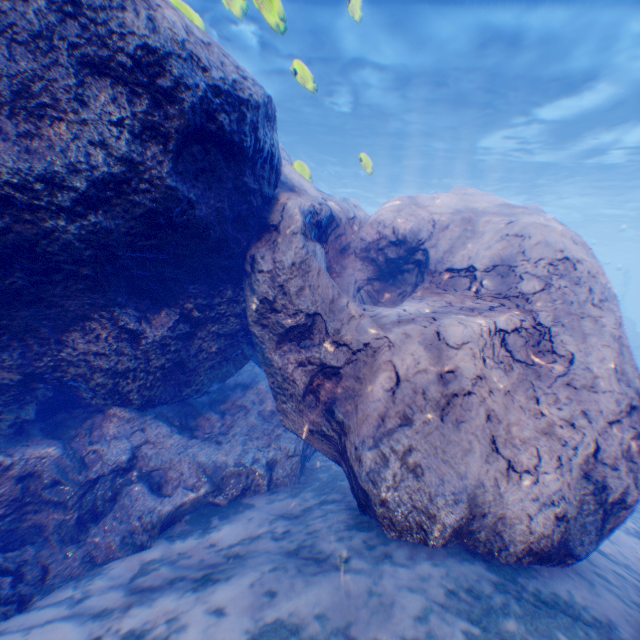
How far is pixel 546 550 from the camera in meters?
3.5 m

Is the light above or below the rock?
above

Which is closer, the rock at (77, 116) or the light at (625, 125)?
the rock at (77, 116)

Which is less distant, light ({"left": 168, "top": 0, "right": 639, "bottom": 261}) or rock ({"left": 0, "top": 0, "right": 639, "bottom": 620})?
rock ({"left": 0, "top": 0, "right": 639, "bottom": 620})

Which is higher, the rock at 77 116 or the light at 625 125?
the light at 625 125
